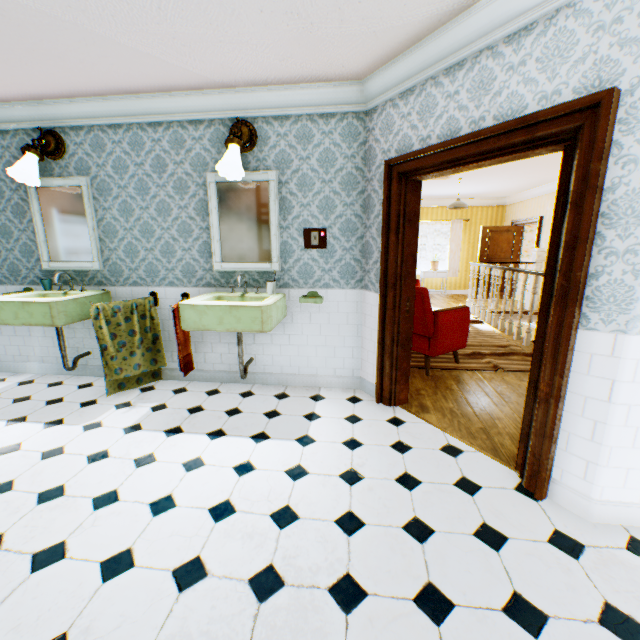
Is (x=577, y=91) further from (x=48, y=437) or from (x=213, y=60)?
(x=48, y=437)

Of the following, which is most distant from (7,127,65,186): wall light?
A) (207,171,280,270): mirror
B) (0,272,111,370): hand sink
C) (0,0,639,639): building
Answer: (207,171,280,270): mirror

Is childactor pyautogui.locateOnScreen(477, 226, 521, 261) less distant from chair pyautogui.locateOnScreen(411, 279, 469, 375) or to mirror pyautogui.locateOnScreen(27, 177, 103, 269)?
chair pyautogui.locateOnScreen(411, 279, 469, 375)

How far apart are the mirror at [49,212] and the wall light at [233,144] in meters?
1.8 m

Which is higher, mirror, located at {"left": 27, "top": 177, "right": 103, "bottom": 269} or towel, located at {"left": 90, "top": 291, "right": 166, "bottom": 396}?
mirror, located at {"left": 27, "top": 177, "right": 103, "bottom": 269}

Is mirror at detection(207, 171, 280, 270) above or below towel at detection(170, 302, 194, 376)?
above

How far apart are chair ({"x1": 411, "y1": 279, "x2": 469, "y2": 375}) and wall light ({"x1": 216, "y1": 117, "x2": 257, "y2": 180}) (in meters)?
2.25

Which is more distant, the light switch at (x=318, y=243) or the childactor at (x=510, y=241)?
the childactor at (x=510, y=241)
